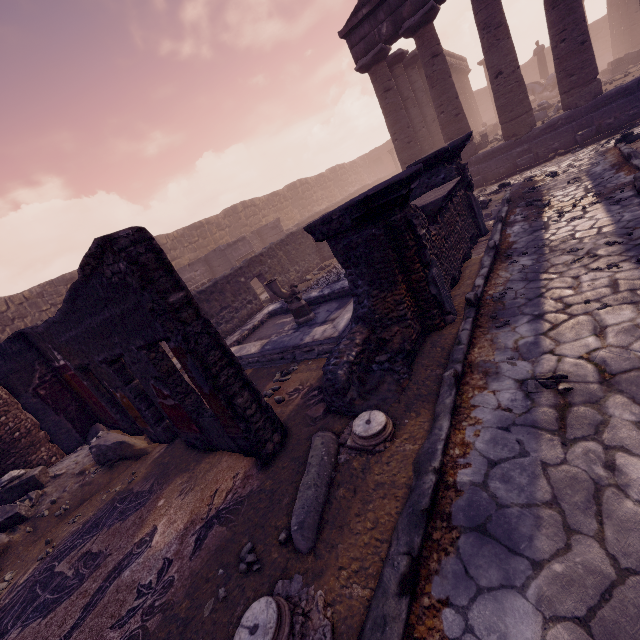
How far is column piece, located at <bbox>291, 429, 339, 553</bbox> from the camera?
2.63m

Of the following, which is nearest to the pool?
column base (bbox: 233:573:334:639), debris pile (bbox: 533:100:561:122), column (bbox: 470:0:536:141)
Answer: column base (bbox: 233:573:334:639)

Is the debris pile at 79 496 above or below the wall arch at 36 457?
below

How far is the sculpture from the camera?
7.8 meters

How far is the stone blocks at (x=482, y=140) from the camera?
14.9m

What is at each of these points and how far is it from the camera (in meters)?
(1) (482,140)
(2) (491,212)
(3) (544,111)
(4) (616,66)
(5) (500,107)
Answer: (1) stone blocks, 15.70
(2) debris pile, 8.54
(3) debris pile, 13.98
(4) stone blocks, 17.42
(5) column, 11.98

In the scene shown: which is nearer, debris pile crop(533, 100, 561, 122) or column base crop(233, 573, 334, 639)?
column base crop(233, 573, 334, 639)

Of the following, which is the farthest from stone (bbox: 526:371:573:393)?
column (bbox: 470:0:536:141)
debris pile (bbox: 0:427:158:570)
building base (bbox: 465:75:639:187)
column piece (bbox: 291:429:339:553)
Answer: column (bbox: 470:0:536:141)
